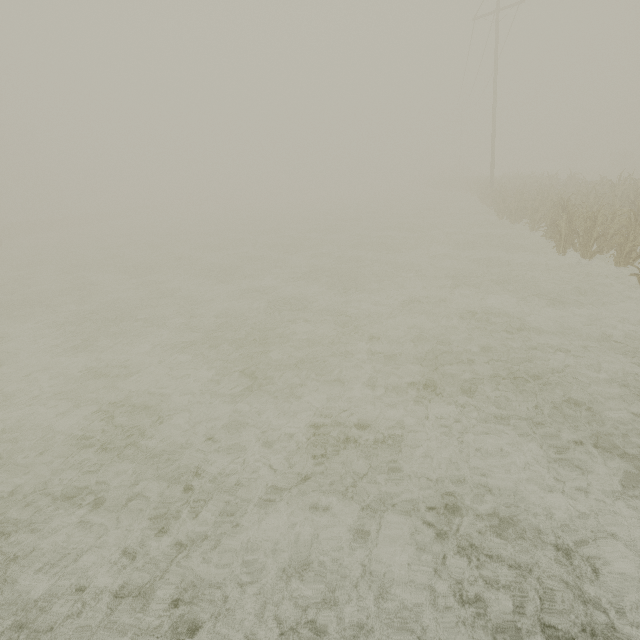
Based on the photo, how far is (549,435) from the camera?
4.34m
